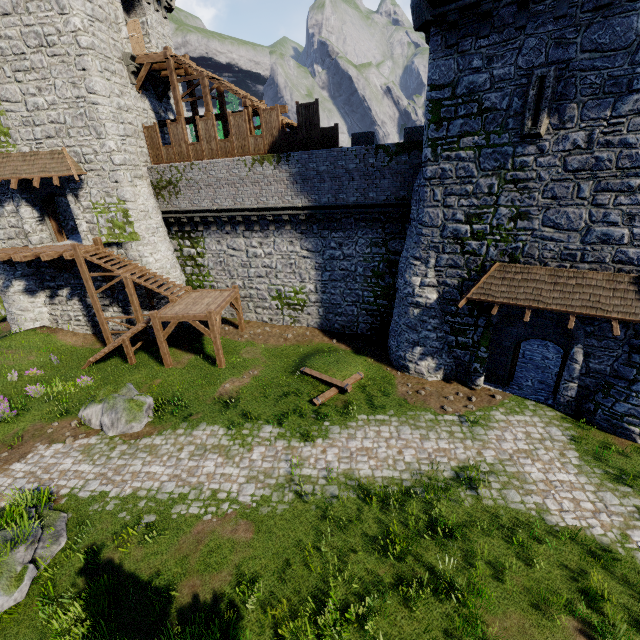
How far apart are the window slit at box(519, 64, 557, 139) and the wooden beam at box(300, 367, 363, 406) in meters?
11.1 m

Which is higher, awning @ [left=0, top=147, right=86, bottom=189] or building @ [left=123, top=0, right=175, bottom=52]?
building @ [left=123, top=0, right=175, bottom=52]

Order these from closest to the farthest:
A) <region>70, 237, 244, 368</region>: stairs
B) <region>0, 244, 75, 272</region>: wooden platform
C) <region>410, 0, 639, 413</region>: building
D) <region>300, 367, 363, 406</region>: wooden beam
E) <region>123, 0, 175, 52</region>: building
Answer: <region>410, 0, 639, 413</region>: building < <region>300, 367, 363, 406</region>: wooden beam < <region>70, 237, 244, 368</region>: stairs < <region>0, 244, 75, 272</region>: wooden platform < <region>123, 0, 175, 52</region>: building

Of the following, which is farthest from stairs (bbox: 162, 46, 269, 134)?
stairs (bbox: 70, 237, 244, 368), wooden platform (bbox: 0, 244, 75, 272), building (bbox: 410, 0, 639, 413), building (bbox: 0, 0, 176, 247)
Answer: wooden platform (bbox: 0, 244, 75, 272)

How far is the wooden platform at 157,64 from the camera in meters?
17.6

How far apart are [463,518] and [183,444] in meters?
10.1 m

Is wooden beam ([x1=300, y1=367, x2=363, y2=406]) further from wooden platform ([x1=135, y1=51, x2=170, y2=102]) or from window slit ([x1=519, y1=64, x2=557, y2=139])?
wooden platform ([x1=135, y1=51, x2=170, y2=102])

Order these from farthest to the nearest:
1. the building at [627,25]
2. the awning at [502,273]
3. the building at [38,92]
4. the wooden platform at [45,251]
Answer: the wooden platform at [45,251] → the building at [38,92] → the awning at [502,273] → the building at [627,25]
